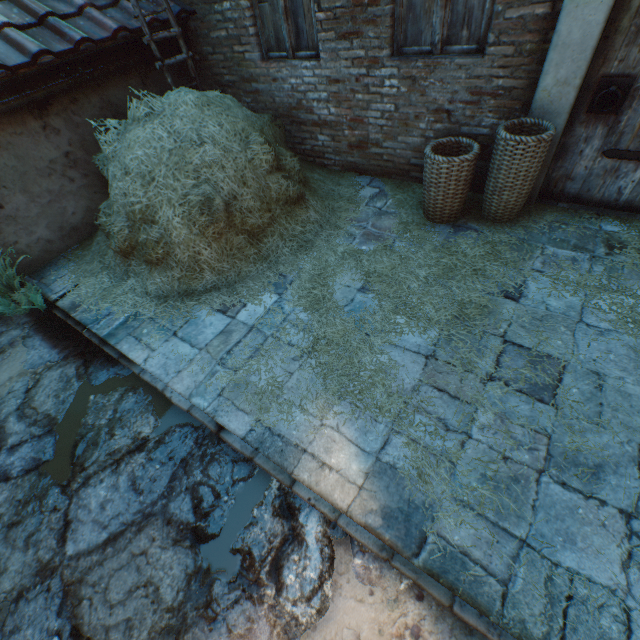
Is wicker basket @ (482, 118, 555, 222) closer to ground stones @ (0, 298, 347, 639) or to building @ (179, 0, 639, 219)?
building @ (179, 0, 639, 219)

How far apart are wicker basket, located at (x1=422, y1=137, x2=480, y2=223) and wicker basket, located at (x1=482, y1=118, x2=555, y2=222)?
0.1m

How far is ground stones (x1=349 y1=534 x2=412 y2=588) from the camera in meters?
Answer: 1.9 m

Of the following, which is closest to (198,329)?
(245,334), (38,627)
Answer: (245,334)

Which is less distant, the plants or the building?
the building

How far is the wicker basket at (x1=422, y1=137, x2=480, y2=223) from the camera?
3.3 meters

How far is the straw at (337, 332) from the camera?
2.3 meters

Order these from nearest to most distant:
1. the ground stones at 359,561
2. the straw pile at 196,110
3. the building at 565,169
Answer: the ground stones at 359,561 < the building at 565,169 < the straw pile at 196,110
